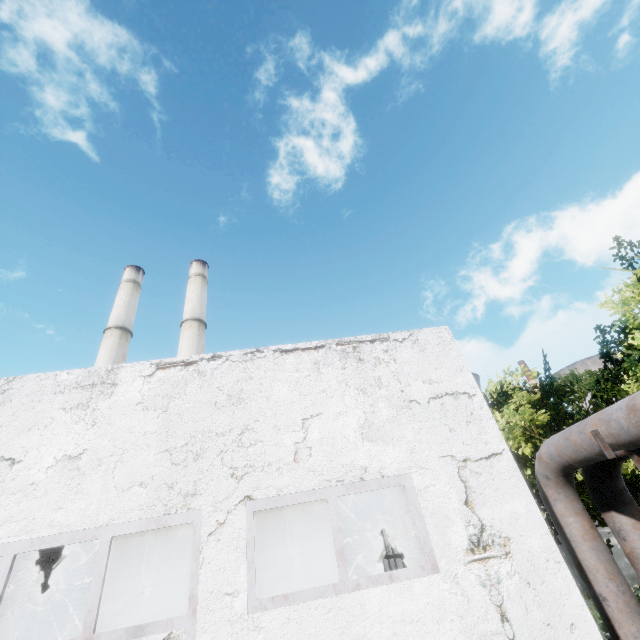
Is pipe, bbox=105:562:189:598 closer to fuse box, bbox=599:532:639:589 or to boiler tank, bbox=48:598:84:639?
boiler tank, bbox=48:598:84:639

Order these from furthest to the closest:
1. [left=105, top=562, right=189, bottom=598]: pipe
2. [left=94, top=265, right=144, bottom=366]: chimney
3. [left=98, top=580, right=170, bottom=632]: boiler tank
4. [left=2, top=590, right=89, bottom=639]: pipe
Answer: [left=94, top=265, right=144, bottom=366]: chimney → [left=98, top=580, right=170, bottom=632]: boiler tank → [left=105, top=562, right=189, bottom=598]: pipe → [left=2, top=590, right=89, bottom=639]: pipe

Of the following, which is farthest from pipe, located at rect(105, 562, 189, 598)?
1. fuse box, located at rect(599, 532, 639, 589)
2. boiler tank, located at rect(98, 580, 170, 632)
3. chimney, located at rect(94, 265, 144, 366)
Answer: chimney, located at rect(94, 265, 144, 366)

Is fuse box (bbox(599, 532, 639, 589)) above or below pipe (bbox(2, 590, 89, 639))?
below

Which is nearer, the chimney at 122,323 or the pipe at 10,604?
the pipe at 10,604

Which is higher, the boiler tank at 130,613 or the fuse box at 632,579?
the boiler tank at 130,613

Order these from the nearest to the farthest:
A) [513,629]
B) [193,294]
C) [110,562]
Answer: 1. [513,629]
2. [110,562]
3. [193,294]

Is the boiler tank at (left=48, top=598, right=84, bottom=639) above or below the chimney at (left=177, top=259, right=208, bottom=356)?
below
